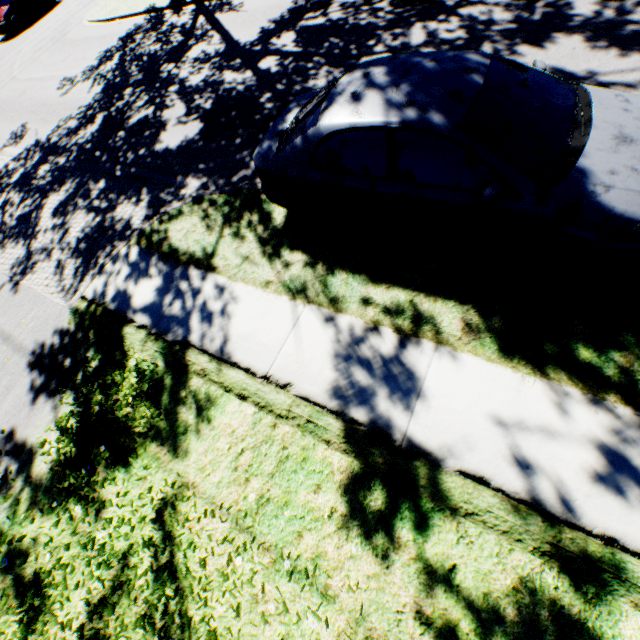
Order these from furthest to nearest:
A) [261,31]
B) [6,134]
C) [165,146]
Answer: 1. [6,134]
2. [261,31]
3. [165,146]

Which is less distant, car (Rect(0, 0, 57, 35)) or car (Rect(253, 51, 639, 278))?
car (Rect(253, 51, 639, 278))

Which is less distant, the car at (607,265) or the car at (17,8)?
the car at (607,265)
